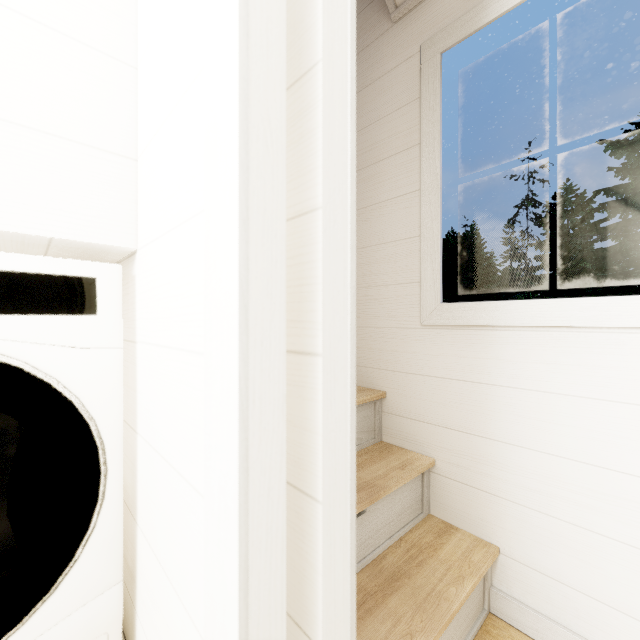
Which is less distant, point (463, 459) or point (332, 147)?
point (332, 147)
